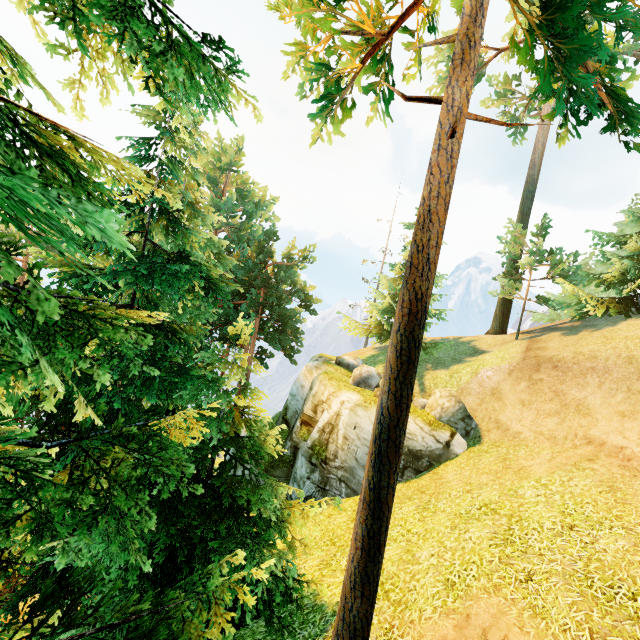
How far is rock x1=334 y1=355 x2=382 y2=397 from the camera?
18.5m

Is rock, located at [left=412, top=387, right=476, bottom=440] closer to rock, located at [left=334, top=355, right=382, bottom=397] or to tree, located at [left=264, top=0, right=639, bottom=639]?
rock, located at [left=334, top=355, right=382, bottom=397]

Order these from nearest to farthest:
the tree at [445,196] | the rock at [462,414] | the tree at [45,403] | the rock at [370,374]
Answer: the tree at [45,403], the tree at [445,196], the rock at [462,414], the rock at [370,374]

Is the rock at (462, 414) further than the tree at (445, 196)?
Yes

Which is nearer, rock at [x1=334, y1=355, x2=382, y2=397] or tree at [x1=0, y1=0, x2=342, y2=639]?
tree at [x1=0, y1=0, x2=342, y2=639]

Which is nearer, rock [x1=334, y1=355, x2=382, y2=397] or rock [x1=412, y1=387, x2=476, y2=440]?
rock [x1=412, y1=387, x2=476, y2=440]

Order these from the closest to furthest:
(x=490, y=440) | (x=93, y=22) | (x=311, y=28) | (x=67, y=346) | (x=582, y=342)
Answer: (x=93, y=22)
(x=311, y=28)
(x=67, y=346)
(x=490, y=440)
(x=582, y=342)
